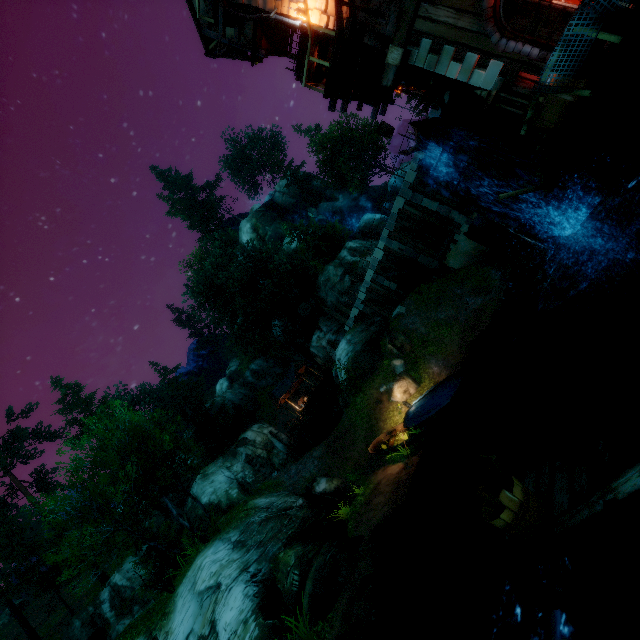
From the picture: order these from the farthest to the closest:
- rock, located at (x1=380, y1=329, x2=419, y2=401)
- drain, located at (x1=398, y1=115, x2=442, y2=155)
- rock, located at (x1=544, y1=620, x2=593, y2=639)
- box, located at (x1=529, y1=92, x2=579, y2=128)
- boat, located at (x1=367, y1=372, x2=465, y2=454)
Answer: rock, located at (x1=380, y1=329, x2=419, y2=401) → boat, located at (x1=367, y1=372, x2=465, y2=454) → drain, located at (x1=398, y1=115, x2=442, y2=155) → box, located at (x1=529, y1=92, x2=579, y2=128) → rock, located at (x1=544, y1=620, x2=593, y2=639)

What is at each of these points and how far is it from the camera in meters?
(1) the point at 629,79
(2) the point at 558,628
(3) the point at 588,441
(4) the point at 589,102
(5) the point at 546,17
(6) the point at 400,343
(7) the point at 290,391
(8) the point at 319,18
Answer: (1) stone arch, 6.3 m
(2) rock, 5.4 m
(3) wooden platform, 3.9 m
(4) wooden platform, 6.0 m
(5) door, 8.2 m
(6) rock, 21.2 m
(7) building, 38.6 m
(8) tower, 11.2 m

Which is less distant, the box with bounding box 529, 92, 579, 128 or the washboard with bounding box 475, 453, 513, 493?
the washboard with bounding box 475, 453, 513, 493

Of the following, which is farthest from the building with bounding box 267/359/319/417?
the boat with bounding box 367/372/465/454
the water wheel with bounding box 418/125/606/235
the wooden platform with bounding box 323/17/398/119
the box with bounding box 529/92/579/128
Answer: the box with bounding box 529/92/579/128

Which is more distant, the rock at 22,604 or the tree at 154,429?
the rock at 22,604

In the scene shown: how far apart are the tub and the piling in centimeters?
959cm

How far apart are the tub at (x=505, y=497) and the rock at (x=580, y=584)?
3.23m

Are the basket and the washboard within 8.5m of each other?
yes
